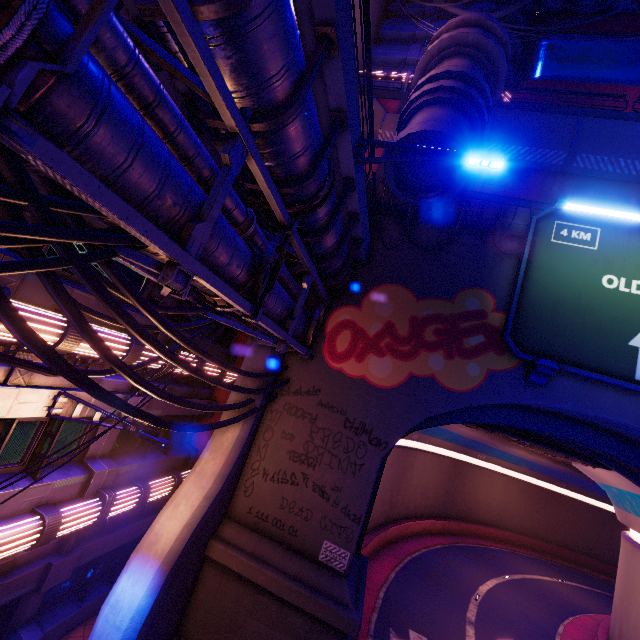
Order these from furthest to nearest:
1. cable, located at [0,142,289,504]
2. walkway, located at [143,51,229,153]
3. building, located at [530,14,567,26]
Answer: building, located at [530,14,567,26] < walkway, located at [143,51,229,153] < cable, located at [0,142,289,504]

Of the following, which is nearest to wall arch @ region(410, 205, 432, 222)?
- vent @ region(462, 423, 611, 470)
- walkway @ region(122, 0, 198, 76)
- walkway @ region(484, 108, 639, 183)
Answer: walkway @ region(122, 0, 198, 76)

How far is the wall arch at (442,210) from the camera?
12.6 meters

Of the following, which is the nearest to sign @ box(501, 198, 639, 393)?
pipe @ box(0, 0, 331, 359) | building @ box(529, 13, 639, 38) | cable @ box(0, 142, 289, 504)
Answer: building @ box(529, 13, 639, 38)

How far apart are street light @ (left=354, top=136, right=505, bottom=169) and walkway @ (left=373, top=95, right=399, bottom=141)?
10.2 meters

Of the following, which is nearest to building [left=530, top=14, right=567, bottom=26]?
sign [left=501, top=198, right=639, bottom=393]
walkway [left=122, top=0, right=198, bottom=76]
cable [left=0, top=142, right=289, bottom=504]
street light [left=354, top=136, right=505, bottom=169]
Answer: sign [left=501, top=198, right=639, bottom=393]

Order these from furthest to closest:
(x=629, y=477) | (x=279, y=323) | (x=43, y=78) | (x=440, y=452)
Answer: (x=440, y=452) < (x=629, y=477) < (x=279, y=323) < (x=43, y=78)

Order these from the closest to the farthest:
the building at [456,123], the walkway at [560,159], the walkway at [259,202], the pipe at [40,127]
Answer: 1. the pipe at [40,127]
2. the walkway at [259,202]
3. the building at [456,123]
4. the walkway at [560,159]
